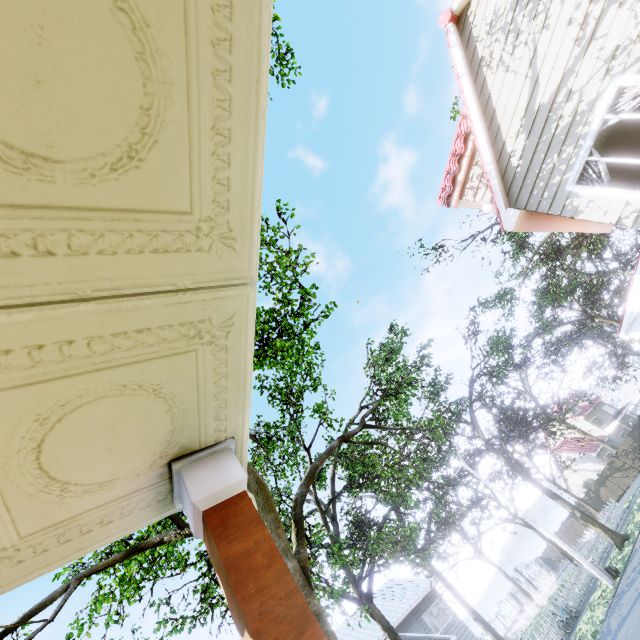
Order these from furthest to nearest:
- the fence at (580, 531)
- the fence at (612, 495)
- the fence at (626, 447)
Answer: the fence at (626, 447) < the fence at (612, 495) < the fence at (580, 531)

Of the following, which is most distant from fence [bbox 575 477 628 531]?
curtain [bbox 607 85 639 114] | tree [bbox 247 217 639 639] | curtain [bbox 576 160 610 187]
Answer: curtain [bbox 576 160 610 187]

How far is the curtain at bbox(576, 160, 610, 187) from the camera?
6.5 meters

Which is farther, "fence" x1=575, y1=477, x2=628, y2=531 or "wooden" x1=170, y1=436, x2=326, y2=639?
"fence" x1=575, y1=477, x2=628, y2=531

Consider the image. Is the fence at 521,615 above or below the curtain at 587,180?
below

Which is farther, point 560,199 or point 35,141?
point 560,199

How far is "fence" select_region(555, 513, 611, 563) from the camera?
20.0m

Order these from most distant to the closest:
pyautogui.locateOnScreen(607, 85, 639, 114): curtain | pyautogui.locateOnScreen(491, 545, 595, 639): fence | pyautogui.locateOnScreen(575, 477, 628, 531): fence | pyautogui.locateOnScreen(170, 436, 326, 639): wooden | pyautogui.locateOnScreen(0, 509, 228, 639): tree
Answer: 1. pyautogui.locateOnScreen(575, 477, 628, 531): fence
2. pyautogui.locateOnScreen(491, 545, 595, 639): fence
3. pyautogui.locateOnScreen(0, 509, 228, 639): tree
4. pyautogui.locateOnScreen(607, 85, 639, 114): curtain
5. pyautogui.locateOnScreen(170, 436, 326, 639): wooden
